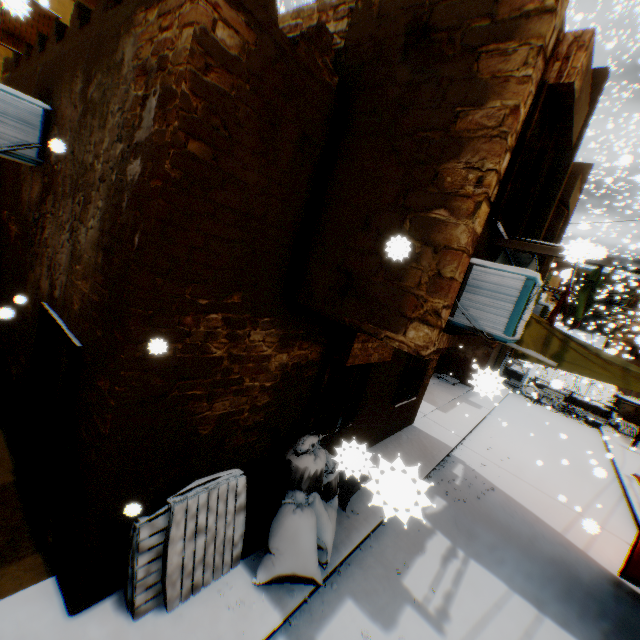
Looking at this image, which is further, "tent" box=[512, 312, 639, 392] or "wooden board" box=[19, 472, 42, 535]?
"tent" box=[512, 312, 639, 392]

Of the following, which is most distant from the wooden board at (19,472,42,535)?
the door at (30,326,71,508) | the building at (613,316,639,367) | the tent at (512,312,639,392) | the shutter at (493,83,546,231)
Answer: the building at (613,316,639,367)

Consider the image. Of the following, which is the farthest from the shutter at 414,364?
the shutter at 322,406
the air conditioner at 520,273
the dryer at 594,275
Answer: the air conditioner at 520,273

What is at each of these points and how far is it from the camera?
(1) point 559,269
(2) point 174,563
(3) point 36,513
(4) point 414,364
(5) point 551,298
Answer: (1) building, 22.7m
(2) wooden pallet, 3.6m
(3) wooden board, 4.2m
(4) shutter, 8.6m
(5) building, 39.7m

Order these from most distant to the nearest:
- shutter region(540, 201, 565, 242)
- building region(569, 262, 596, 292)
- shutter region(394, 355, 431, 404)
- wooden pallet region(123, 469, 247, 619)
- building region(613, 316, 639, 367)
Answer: building region(569, 262, 596, 292), building region(613, 316, 639, 367), shutter region(394, 355, 431, 404), shutter region(540, 201, 565, 242), wooden pallet region(123, 469, 247, 619)

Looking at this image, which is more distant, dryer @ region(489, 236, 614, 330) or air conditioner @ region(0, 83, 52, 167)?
air conditioner @ region(0, 83, 52, 167)

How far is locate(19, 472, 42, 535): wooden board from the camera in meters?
4.1

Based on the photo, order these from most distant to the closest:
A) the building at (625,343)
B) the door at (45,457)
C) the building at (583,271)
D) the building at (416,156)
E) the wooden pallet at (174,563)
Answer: the building at (583,271) → the building at (625,343) → the door at (45,457) → the wooden pallet at (174,563) → the building at (416,156)
